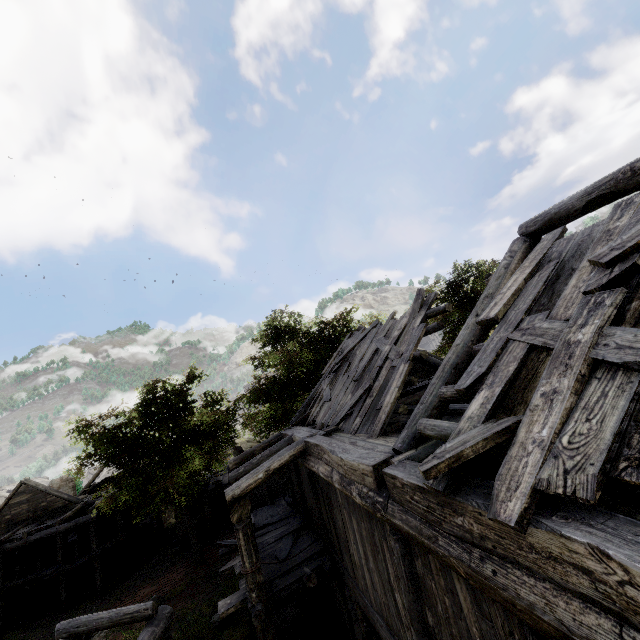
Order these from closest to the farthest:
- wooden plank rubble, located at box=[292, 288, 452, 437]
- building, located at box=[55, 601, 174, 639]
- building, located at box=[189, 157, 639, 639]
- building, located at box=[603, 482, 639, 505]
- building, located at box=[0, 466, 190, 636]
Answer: building, located at box=[189, 157, 639, 639] < wooden plank rubble, located at box=[292, 288, 452, 437] < building, located at box=[55, 601, 174, 639] < building, located at box=[603, 482, 639, 505] < building, located at box=[0, 466, 190, 636]

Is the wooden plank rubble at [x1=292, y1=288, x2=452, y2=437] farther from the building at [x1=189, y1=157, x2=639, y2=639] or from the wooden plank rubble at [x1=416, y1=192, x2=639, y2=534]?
the wooden plank rubble at [x1=416, y1=192, x2=639, y2=534]

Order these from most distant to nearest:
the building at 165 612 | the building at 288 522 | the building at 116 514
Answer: the building at 116 514
the building at 165 612
the building at 288 522

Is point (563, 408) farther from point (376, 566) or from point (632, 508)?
point (632, 508)

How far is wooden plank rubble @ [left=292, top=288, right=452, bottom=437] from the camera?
7.5 meters

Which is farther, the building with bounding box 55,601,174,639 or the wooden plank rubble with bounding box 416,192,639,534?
the building with bounding box 55,601,174,639

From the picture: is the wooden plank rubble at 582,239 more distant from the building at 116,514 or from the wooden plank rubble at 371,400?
the wooden plank rubble at 371,400
